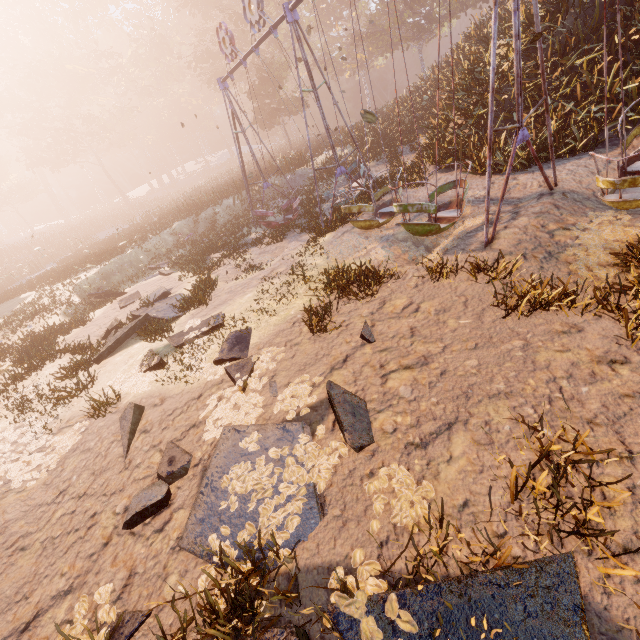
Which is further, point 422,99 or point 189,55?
point 189,55

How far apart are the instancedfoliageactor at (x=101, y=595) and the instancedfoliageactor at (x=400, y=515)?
2.8m

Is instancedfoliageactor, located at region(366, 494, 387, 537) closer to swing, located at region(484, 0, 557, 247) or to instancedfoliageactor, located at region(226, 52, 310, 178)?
swing, located at region(484, 0, 557, 247)

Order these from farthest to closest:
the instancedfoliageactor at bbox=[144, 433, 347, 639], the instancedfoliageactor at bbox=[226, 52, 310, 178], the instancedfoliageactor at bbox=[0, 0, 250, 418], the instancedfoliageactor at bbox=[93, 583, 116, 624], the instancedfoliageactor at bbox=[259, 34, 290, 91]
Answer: the instancedfoliageactor at bbox=[259, 34, 290, 91]
the instancedfoliageactor at bbox=[226, 52, 310, 178]
the instancedfoliageactor at bbox=[0, 0, 250, 418]
the instancedfoliageactor at bbox=[93, 583, 116, 624]
the instancedfoliageactor at bbox=[144, 433, 347, 639]

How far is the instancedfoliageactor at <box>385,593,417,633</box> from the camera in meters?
2.2 m

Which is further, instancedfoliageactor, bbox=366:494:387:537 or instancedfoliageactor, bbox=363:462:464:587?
instancedfoliageactor, bbox=366:494:387:537

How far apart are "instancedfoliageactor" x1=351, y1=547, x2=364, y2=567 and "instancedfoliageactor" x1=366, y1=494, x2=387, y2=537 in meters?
0.2 m

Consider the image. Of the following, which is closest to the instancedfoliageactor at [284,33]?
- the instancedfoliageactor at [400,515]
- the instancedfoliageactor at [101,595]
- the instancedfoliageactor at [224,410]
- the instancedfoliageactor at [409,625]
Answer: the instancedfoliageactor at [224,410]
